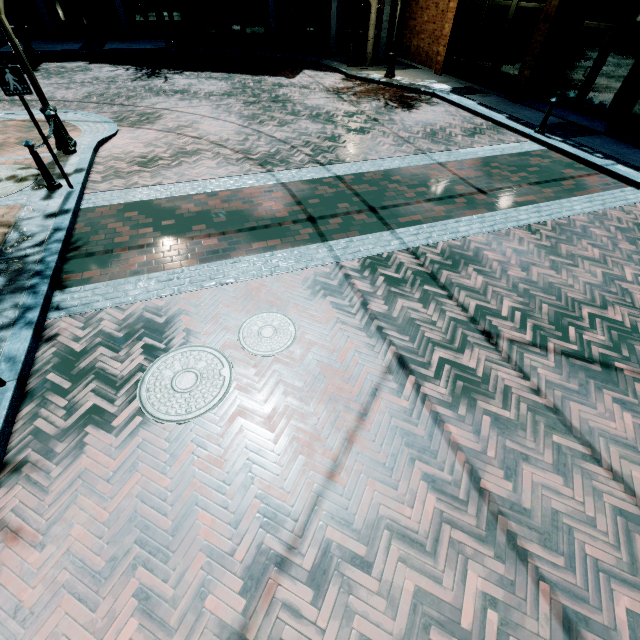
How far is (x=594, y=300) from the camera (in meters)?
4.79

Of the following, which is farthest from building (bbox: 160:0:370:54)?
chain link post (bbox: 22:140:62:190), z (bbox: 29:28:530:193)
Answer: chain link post (bbox: 22:140:62:190)

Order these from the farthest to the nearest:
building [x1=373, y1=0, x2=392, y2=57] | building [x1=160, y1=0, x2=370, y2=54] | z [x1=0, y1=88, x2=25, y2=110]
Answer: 1. building [x1=160, y1=0, x2=370, y2=54]
2. building [x1=373, y1=0, x2=392, y2=57]
3. z [x1=0, y1=88, x2=25, y2=110]

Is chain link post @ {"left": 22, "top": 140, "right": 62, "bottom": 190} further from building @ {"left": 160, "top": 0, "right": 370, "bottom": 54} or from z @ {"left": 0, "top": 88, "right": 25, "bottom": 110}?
building @ {"left": 160, "top": 0, "right": 370, "bottom": 54}

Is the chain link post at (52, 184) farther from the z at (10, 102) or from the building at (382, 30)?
the building at (382, 30)

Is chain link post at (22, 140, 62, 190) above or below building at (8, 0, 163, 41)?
below

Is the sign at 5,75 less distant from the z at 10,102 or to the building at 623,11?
the z at 10,102

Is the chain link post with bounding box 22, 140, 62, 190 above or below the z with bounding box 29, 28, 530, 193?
above
